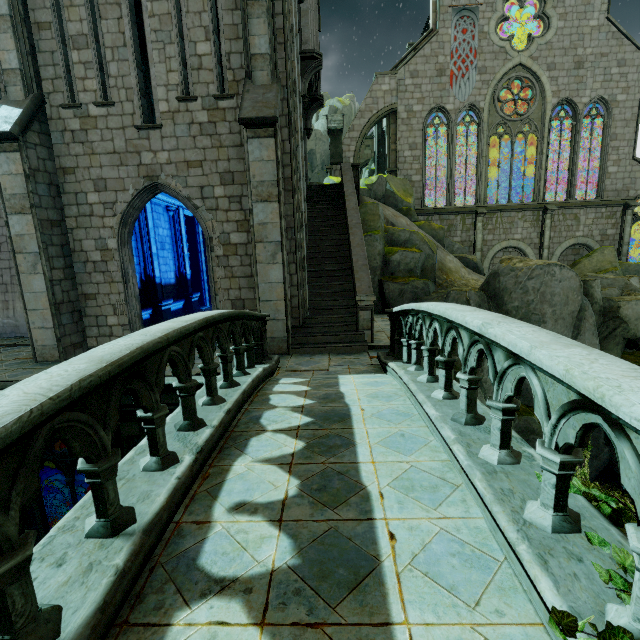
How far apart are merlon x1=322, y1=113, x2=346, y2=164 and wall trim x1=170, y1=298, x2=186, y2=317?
14.61m

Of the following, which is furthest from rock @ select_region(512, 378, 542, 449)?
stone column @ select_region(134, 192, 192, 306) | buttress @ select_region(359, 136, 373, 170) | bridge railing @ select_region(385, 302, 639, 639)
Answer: buttress @ select_region(359, 136, 373, 170)

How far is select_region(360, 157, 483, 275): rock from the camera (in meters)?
19.28

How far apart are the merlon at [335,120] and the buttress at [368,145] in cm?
1104

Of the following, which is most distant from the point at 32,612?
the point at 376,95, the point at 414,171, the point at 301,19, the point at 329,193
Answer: the point at 376,95

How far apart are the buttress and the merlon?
11.04m

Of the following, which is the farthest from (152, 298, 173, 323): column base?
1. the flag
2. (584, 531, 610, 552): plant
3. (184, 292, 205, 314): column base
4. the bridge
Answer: the flag

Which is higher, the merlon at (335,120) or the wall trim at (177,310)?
the merlon at (335,120)
